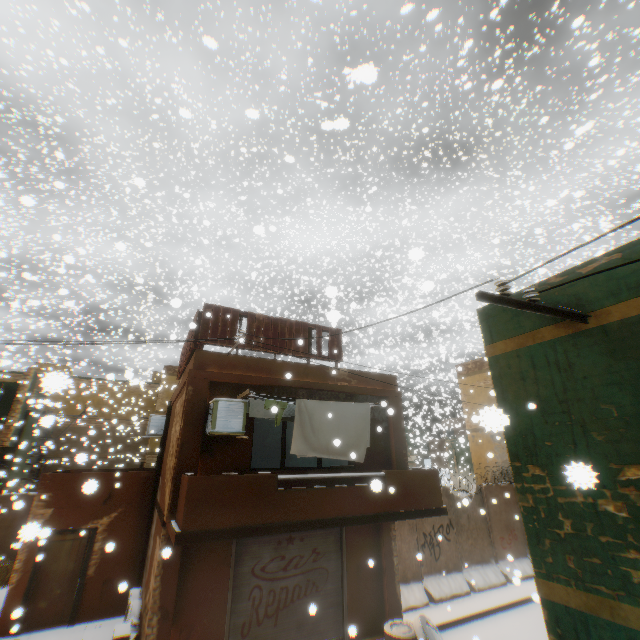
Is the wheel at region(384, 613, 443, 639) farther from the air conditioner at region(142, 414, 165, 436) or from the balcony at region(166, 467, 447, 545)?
the air conditioner at region(142, 414, 165, 436)

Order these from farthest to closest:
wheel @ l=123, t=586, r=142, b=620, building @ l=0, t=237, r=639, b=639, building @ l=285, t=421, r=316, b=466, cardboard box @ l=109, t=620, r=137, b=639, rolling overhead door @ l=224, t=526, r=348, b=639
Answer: building @ l=285, t=421, r=316, b=466, wheel @ l=123, t=586, r=142, b=620, rolling overhead door @ l=224, t=526, r=348, b=639, cardboard box @ l=109, t=620, r=137, b=639, building @ l=0, t=237, r=639, b=639

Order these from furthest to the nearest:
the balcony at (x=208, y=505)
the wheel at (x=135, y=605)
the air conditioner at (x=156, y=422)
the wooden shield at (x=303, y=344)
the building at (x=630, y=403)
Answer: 1. the air conditioner at (x=156, y=422)
2. the wooden shield at (x=303, y=344)
3. the wheel at (x=135, y=605)
4. the balcony at (x=208, y=505)
5. the building at (x=630, y=403)

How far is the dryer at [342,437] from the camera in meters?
8.0

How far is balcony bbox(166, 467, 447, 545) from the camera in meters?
6.2 m

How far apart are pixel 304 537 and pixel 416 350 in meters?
46.2

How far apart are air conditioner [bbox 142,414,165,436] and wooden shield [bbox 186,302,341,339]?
0.6 meters

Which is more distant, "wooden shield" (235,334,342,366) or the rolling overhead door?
"wooden shield" (235,334,342,366)
